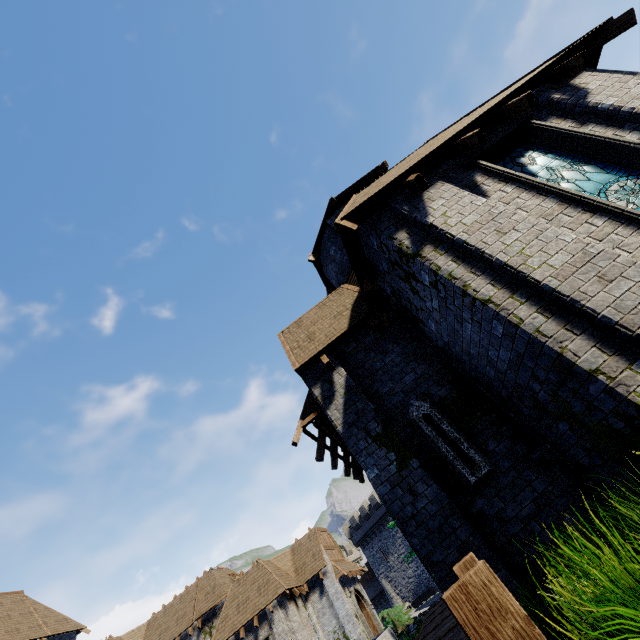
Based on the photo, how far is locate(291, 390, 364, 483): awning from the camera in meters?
7.8 m

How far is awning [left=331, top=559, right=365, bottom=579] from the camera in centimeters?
2574cm

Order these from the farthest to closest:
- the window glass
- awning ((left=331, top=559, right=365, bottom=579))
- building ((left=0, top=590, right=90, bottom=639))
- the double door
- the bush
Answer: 1. building ((left=0, top=590, right=90, bottom=639))
2. awning ((left=331, top=559, right=365, bottom=579))
3. the double door
4. the bush
5. the window glass

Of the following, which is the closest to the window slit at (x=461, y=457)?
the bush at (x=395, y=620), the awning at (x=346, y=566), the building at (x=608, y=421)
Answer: the building at (x=608, y=421)

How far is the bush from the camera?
20.5 meters

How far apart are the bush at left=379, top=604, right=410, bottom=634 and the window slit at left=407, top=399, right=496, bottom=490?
21.29m

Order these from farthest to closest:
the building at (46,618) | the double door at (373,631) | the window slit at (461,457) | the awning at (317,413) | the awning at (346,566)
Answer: the building at (46,618) → the awning at (346,566) → the double door at (373,631) → the awning at (317,413) → the window slit at (461,457)

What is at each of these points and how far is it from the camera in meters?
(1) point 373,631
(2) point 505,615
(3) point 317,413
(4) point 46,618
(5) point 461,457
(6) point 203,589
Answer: (1) double door, 26.4
(2) walkway, 1.8
(3) awning, 7.8
(4) building, 29.4
(5) window slit, 6.3
(6) building, 29.1
